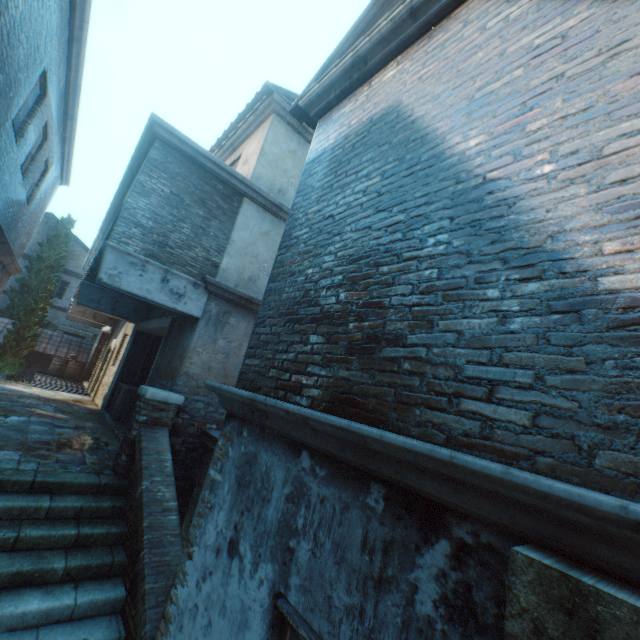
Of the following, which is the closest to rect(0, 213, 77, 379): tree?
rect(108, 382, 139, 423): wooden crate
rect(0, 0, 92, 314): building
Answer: rect(0, 0, 92, 314): building

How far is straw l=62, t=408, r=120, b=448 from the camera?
7.6m

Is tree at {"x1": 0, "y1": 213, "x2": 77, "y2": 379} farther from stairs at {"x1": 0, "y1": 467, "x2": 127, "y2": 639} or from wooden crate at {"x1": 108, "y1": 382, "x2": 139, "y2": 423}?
stairs at {"x1": 0, "y1": 467, "x2": 127, "y2": 639}

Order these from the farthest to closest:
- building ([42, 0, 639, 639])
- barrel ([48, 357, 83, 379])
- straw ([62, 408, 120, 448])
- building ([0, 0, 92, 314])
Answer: barrel ([48, 357, 83, 379])
straw ([62, 408, 120, 448])
building ([0, 0, 92, 314])
building ([42, 0, 639, 639])

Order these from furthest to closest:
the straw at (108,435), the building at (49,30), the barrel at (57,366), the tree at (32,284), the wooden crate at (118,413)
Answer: the barrel at (57,366), the tree at (32,284), the wooden crate at (118,413), the straw at (108,435), the building at (49,30)

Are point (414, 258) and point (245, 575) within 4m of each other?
yes

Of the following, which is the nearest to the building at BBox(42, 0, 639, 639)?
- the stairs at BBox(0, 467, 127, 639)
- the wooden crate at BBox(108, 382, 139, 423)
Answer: the stairs at BBox(0, 467, 127, 639)

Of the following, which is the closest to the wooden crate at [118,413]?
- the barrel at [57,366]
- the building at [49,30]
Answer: the building at [49,30]
